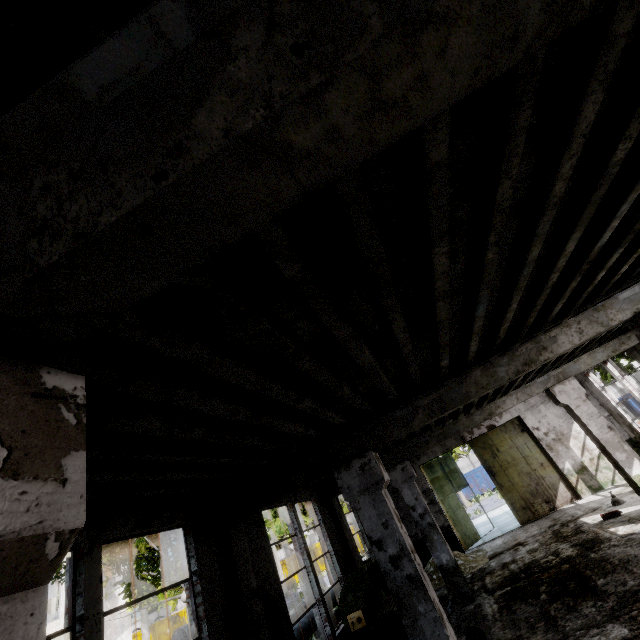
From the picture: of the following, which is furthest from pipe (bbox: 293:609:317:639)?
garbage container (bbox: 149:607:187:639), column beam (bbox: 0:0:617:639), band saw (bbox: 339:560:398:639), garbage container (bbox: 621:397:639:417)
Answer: garbage container (bbox: 149:607:187:639)

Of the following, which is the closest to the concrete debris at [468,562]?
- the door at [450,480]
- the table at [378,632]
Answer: the door at [450,480]

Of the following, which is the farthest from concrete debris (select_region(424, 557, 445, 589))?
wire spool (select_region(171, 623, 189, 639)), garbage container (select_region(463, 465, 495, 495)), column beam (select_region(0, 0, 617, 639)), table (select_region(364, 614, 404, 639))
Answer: garbage container (select_region(463, 465, 495, 495))

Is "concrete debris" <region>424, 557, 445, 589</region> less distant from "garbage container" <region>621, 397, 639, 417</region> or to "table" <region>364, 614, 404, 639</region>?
"table" <region>364, 614, 404, 639</region>

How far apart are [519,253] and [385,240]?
1.8m

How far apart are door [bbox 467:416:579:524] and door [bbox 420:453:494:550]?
1.96m

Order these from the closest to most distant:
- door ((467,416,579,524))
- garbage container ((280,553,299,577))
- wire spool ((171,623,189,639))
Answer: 1. door ((467,416,579,524))
2. wire spool ((171,623,189,639))
3. garbage container ((280,553,299,577))

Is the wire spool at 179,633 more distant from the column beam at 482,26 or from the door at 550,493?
the column beam at 482,26
